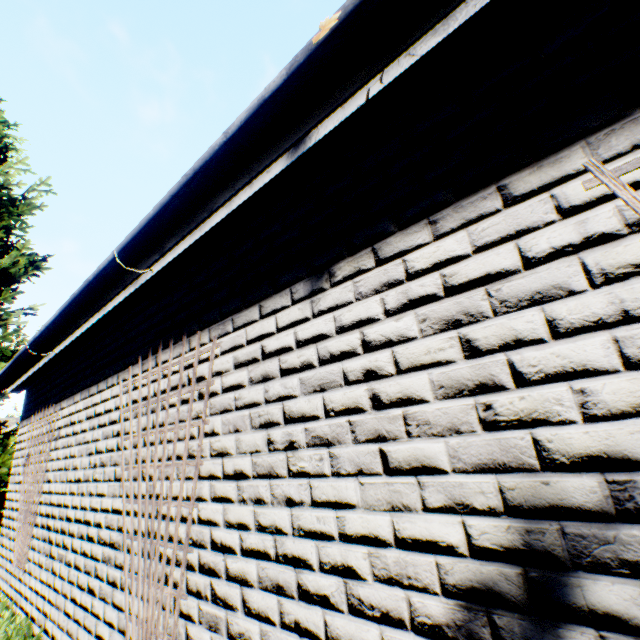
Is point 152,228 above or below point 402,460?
above

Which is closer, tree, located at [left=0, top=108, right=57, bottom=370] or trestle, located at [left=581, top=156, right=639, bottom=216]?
trestle, located at [left=581, top=156, right=639, bottom=216]

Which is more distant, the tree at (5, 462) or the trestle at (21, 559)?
the tree at (5, 462)

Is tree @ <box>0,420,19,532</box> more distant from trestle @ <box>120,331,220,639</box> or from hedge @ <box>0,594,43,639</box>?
trestle @ <box>120,331,220,639</box>

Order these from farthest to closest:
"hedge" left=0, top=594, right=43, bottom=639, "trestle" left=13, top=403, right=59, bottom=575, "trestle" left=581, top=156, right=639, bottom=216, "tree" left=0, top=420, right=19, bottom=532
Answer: "tree" left=0, top=420, right=19, bottom=532, "trestle" left=13, top=403, right=59, bottom=575, "hedge" left=0, top=594, right=43, bottom=639, "trestle" left=581, top=156, right=639, bottom=216

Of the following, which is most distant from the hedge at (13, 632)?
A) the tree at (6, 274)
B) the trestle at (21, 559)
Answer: the tree at (6, 274)

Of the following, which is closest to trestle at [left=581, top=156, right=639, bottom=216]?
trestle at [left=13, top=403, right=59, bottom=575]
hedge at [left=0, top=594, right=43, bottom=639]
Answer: hedge at [left=0, top=594, right=43, bottom=639]

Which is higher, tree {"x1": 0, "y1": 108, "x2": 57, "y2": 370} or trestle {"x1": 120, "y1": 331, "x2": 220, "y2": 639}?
tree {"x1": 0, "y1": 108, "x2": 57, "y2": 370}
